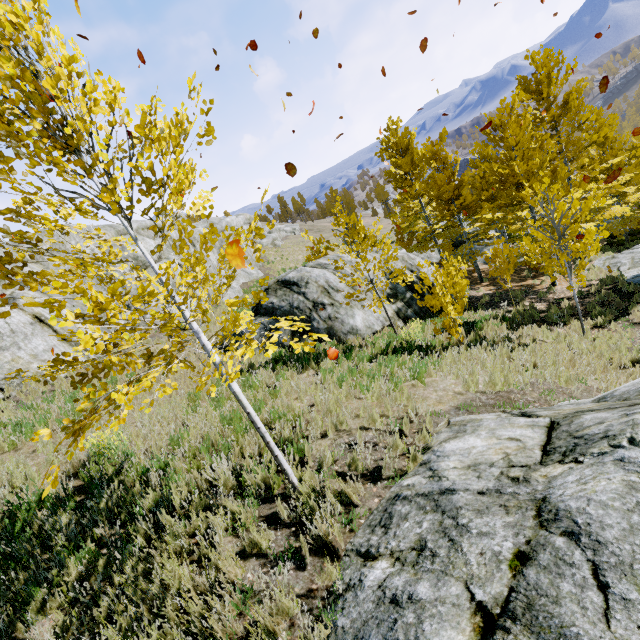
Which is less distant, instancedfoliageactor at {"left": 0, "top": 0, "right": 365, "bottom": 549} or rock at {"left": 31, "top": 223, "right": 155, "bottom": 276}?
instancedfoliageactor at {"left": 0, "top": 0, "right": 365, "bottom": 549}

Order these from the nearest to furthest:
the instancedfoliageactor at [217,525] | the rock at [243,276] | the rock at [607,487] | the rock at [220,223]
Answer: the rock at [607,487], the instancedfoliageactor at [217,525], the rock at [243,276], the rock at [220,223]

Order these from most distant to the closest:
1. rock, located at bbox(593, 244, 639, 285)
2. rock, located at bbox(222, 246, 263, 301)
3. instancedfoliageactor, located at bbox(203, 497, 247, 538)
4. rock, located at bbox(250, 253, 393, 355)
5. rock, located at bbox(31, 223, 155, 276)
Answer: rock, located at bbox(222, 246, 263, 301)
rock, located at bbox(31, 223, 155, 276)
rock, located at bbox(593, 244, 639, 285)
rock, located at bbox(250, 253, 393, 355)
instancedfoliageactor, located at bbox(203, 497, 247, 538)

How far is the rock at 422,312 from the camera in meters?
12.5 m

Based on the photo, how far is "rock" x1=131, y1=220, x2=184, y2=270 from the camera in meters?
19.0 m

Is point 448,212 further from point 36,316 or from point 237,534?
point 36,316

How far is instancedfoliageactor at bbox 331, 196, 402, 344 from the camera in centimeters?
895cm

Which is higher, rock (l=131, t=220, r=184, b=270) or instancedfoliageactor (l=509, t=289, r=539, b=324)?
rock (l=131, t=220, r=184, b=270)
